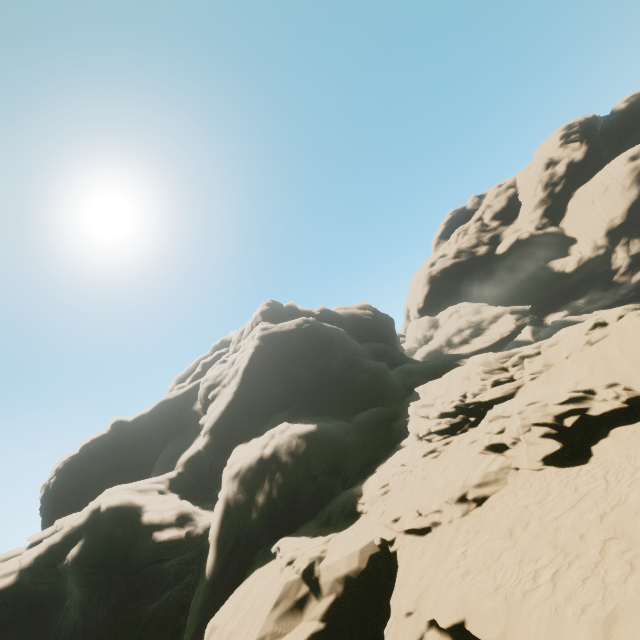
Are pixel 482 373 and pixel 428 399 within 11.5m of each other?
yes
